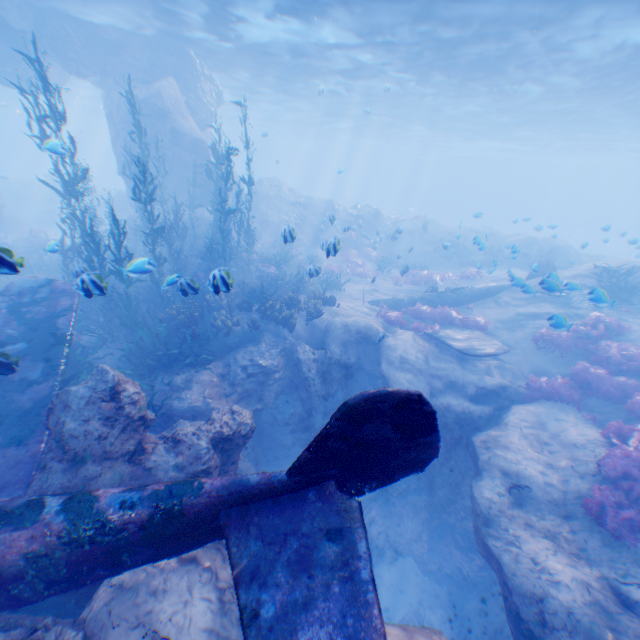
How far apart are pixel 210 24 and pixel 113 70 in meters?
6.9

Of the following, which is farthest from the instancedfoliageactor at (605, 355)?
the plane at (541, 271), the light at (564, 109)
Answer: the light at (564, 109)

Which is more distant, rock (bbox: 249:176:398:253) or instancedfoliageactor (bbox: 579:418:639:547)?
rock (bbox: 249:176:398:253)

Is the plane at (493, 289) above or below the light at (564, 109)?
below

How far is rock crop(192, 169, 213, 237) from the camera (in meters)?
20.16

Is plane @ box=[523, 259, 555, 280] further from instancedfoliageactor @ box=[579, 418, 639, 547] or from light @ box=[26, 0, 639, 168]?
light @ box=[26, 0, 639, 168]

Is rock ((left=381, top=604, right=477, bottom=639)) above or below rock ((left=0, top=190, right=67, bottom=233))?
below
